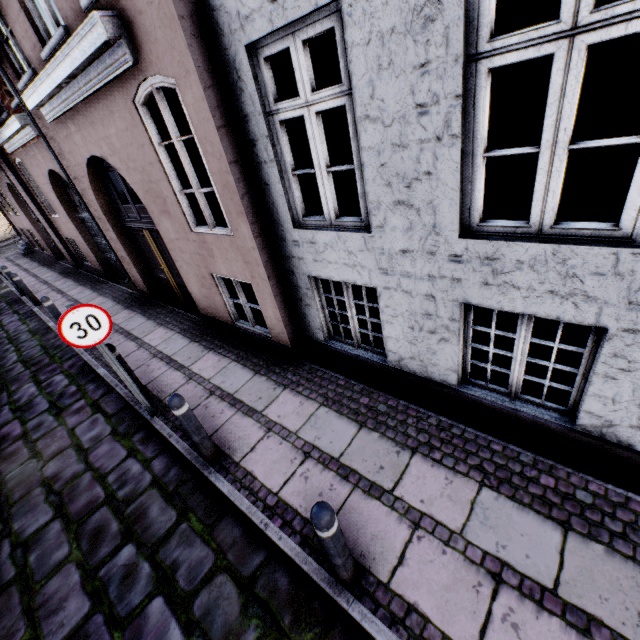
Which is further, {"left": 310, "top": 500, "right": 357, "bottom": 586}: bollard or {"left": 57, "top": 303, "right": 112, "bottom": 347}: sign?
{"left": 57, "top": 303, "right": 112, "bottom": 347}: sign

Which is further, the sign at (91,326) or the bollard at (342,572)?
the sign at (91,326)

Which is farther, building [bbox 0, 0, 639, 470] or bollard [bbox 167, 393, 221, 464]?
bollard [bbox 167, 393, 221, 464]

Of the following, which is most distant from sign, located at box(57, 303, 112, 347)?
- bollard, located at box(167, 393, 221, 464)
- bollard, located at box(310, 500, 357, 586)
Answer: bollard, located at box(310, 500, 357, 586)

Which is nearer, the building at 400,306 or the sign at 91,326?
the building at 400,306

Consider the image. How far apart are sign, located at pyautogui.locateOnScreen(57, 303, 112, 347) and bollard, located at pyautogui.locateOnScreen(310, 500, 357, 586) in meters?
3.4

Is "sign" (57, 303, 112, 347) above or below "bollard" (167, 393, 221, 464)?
above

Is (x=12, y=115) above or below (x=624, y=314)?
above
